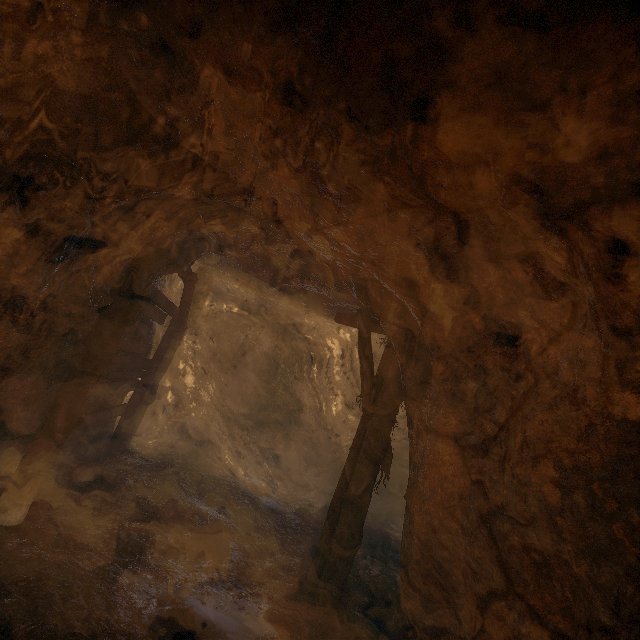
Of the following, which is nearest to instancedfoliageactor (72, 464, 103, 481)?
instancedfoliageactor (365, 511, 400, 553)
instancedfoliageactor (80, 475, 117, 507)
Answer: instancedfoliageactor (80, 475, 117, 507)

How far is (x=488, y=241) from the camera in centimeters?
309cm

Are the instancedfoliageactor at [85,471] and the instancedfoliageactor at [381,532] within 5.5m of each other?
no

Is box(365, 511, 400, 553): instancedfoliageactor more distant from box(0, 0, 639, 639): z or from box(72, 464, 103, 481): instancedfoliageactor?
box(72, 464, 103, 481): instancedfoliageactor

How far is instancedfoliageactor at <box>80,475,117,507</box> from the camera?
4.7 meters

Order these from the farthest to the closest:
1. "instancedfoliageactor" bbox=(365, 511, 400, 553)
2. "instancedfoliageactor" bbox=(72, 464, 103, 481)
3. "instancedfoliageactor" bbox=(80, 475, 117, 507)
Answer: "instancedfoliageactor" bbox=(365, 511, 400, 553) → "instancedfoliageactor" bbox=(72, 464, 103, 481) → "instancedfoliageactor" bbox=(80, 475, 117, 507)

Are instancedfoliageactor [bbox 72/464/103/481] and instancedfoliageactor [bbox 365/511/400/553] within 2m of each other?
no

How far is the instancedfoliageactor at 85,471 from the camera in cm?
523
